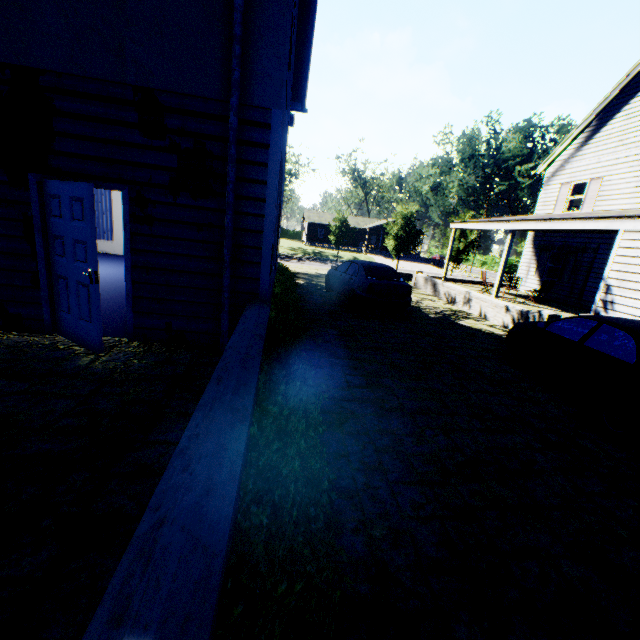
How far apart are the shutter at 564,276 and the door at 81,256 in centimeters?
1985cm

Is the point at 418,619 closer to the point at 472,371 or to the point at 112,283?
→ the point at 472,371

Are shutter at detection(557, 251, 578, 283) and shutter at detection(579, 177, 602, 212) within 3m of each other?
yes

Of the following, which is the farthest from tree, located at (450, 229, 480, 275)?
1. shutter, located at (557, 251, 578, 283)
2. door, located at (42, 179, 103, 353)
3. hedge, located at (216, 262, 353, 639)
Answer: door, located at (42, 179, 103, 353)

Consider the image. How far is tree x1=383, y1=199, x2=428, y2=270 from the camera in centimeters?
3097cm

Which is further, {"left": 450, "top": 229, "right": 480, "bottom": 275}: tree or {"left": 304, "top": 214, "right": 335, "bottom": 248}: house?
{"left": 304, "top": 214, "right": 335, "bottom": 248}: house

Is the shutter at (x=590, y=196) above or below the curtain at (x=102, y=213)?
above

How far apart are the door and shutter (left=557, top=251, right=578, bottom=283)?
19.8m
